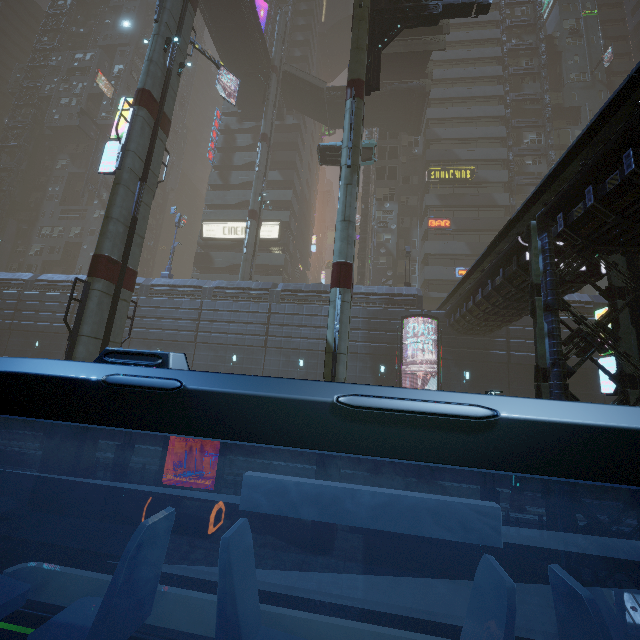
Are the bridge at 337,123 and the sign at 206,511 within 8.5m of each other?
no

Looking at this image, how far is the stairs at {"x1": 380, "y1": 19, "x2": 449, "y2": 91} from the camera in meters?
27.5

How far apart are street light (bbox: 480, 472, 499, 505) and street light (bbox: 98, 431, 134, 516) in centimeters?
1270cm

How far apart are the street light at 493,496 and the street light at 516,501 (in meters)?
7.65

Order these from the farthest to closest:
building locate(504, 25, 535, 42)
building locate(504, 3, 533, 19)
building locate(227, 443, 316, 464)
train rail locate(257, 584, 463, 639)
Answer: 1. building locate(504, 3, 533, 19)
2. building locate(504, 25, 535, 42)
3. building locate(227, 443, 316, 464)
4. train rail locate(257, 584, 463, 639)

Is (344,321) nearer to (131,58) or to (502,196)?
(502,196)

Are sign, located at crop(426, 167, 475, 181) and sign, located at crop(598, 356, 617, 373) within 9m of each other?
no

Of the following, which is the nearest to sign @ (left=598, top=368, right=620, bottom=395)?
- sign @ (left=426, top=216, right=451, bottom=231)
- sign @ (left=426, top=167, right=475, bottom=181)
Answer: sign @ (left=426, top=216, right=451, bottom=231)
